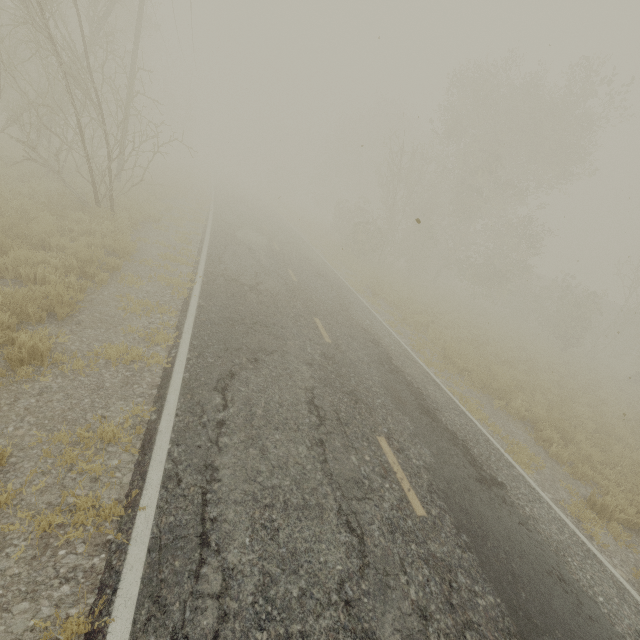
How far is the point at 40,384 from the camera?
4.5 meters

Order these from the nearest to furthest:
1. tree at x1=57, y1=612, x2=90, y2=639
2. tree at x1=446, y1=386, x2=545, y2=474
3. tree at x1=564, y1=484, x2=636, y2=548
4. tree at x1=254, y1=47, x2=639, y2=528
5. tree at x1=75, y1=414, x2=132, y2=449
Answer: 1. tree at x1=57, y1=612, x2=90, y2=639
2. tree at x1=75, y1=414, x2=132, y2=449
3. tree at x1=564, y1=484, x2=636, y2=548
4. tree at x1=446, y1=386, x2=545, y2=474
5. tree at x1=254, y1=47, x2=639, y2=528

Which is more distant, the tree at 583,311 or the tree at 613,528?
the tree at 583,311

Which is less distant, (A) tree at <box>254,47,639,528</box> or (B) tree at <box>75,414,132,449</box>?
(B) tree at <box>75,414,132,449</box>

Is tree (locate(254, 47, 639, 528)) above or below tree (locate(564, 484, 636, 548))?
above

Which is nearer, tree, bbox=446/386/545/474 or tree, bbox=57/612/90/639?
tree, bbox=57/612/90/639

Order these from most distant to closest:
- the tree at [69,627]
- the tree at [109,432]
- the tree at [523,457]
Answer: the tree at [523,457], the tree at [109,432], the tree at [69,627]

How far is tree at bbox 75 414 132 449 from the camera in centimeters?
396cm
